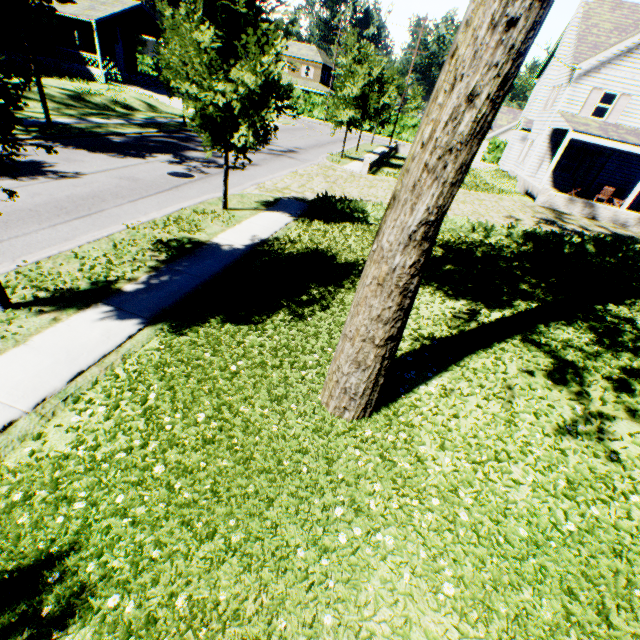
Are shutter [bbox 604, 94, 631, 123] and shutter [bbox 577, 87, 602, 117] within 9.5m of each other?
yes

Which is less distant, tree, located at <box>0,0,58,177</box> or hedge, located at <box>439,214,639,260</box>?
tree, located at <box>0,0,58,177</box>

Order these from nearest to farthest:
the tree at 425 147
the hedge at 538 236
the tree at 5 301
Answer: the tree at 425 147, the tree at 5 301, the hedge at 538 236

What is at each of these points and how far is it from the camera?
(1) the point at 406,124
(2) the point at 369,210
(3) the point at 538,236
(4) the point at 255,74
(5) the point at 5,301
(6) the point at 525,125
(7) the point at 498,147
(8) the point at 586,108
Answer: (1) hedge, 48.7m
(2) hedge, 12.4m
(3) hedge, 11.1m
(4) tree, 8.0m
(5) tree, 5.2m
(6) chimney, 25.9m
(7) hedge, 46.9m
(8) shutter, 21.5m

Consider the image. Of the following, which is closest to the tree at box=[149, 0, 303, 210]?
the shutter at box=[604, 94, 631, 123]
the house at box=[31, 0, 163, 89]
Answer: the house at box=[31, 0, 163, 89]

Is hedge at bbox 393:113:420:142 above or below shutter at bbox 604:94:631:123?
below

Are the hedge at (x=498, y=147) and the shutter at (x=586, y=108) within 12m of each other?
no

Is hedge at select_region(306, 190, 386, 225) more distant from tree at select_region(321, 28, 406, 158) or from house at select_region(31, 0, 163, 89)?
house at select_region(31, 0, 163, 89)
